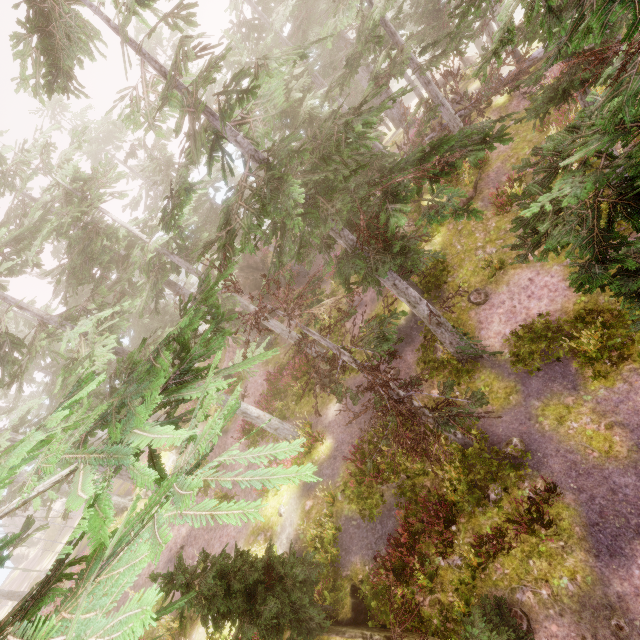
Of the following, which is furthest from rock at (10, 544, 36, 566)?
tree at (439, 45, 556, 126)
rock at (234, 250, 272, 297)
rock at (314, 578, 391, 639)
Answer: tree at (439, 45, 556, 126)

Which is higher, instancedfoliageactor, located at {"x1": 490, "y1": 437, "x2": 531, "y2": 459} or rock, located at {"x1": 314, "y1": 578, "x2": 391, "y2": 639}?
rock, located at {"x1": 314, "y1": 578, "x2": 391, "y2": 639}

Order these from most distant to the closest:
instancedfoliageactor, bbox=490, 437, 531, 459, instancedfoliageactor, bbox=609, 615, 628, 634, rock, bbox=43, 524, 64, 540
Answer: rock, bbox=43, 524, 64, 540 < instancedfoliageactor, bbox=490, 437, 531, 459 < instancedfoliageactor, bbox=609, 615, 628, 634

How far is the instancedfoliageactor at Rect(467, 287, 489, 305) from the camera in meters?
14.2 m

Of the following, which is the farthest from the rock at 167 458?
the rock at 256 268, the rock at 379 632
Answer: the rock at 379 632

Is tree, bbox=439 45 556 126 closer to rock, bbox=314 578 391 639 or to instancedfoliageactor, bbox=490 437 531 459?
instancedfoliageactor, bbox=490 437 531 459

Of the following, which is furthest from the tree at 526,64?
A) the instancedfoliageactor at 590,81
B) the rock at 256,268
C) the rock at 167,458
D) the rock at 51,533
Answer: the rock at 51,533

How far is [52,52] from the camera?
6.7 meters
